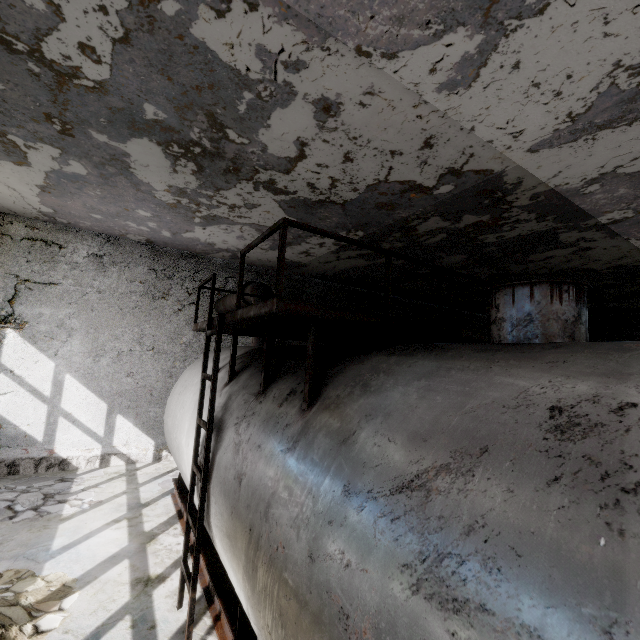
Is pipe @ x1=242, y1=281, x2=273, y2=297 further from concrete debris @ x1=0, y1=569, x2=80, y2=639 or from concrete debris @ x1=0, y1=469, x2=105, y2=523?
concrete debris @ x1=0, y1=569, x2=80, y2=639

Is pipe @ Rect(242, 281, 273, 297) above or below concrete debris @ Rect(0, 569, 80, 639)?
above

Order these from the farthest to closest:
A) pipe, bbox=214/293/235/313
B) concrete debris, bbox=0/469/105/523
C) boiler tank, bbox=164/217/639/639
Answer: pipe, bbox=214/293/235/313, concrete debris, bbox=0/469/105/523, boiler tank, bbox=164/217/639/639

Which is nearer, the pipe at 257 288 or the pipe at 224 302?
the pipe at 257 288

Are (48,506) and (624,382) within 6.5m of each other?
no

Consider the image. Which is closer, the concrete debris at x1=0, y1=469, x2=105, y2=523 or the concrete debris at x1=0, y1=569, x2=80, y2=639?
the concrete debris at x1=0, y1=569, x2=80, y2=639

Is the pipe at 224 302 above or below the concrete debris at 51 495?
above

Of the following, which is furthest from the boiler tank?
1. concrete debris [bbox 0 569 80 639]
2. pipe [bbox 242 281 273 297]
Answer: pipe [bbox 242 281 273 297]
